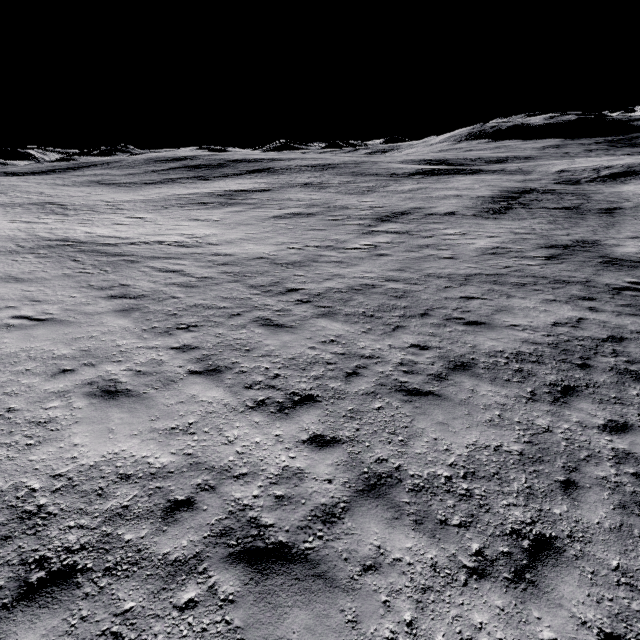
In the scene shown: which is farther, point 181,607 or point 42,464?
point 42,464
